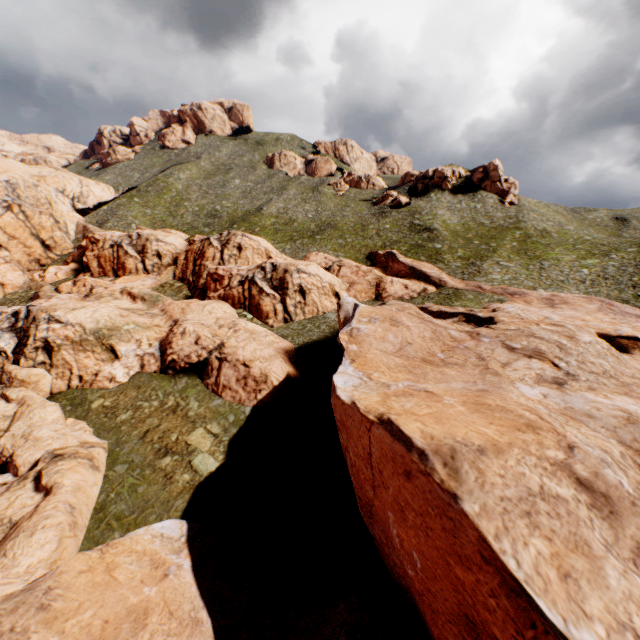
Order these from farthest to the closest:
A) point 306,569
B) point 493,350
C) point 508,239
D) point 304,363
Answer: point 508,239
point 304,363
point 493,350
point 306,569
